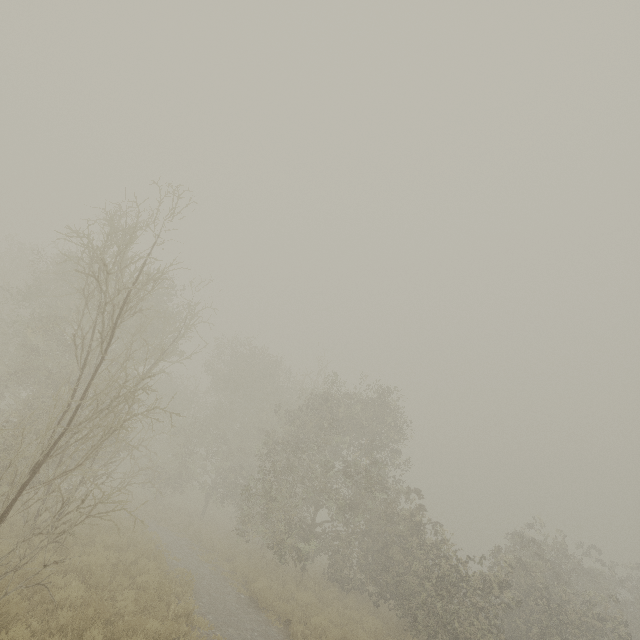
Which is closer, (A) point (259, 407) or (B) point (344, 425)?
(B) point (344, 425)
